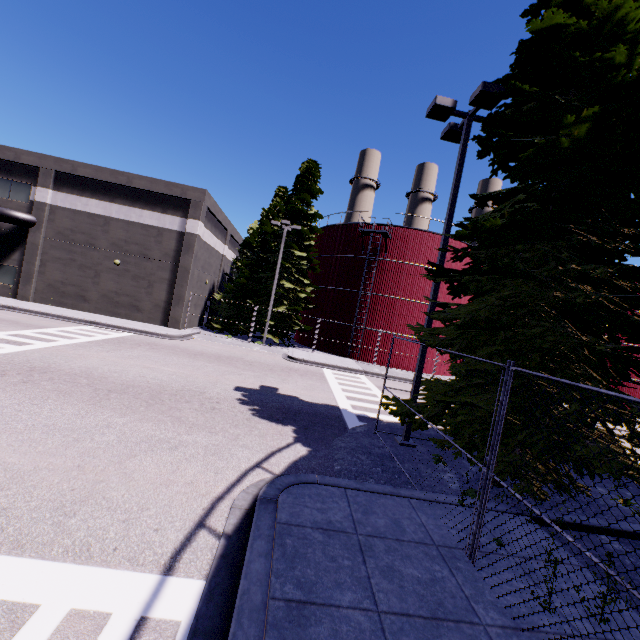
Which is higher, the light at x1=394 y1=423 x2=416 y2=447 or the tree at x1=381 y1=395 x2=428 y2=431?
the tree at x1=381 y1=395 x2=428 y2=431

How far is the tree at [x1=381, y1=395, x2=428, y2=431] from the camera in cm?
739

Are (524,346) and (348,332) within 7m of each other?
no

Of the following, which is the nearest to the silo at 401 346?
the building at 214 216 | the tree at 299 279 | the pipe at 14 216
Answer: the building at 214 216

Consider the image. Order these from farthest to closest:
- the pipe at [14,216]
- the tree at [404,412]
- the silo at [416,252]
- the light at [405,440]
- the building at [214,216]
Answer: the silo at [416,252] → the building at [214,216] → the pipe at [14,216] → the light at [405,440] → the tree at [404,412]

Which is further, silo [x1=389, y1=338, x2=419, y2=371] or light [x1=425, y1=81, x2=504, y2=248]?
silo [x1=389, y1=338, x2=419, y2=371]

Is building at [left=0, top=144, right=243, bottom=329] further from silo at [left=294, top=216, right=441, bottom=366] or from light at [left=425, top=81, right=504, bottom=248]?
light at [left=425, top=81, right=504, bottom=248]

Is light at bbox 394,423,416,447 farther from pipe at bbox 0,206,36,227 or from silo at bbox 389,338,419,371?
pipe at bbox 0,206,36,227
